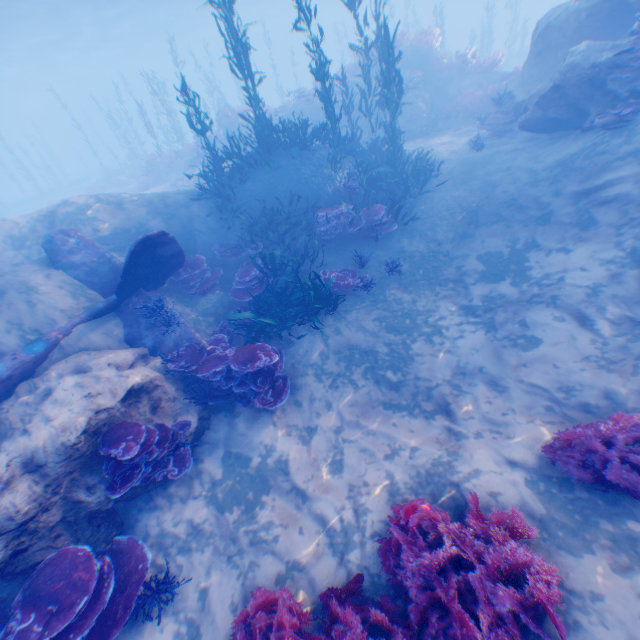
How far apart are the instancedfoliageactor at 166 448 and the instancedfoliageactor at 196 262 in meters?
3.9

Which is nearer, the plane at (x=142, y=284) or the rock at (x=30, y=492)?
the rock at (x=30, y=492)

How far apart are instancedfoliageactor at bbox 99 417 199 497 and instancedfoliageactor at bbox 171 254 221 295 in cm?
386

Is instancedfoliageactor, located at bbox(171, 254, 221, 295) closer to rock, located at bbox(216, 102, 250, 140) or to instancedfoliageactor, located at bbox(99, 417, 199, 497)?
instancedfoliageactor, located at bbox(99, 417, 199, 497)

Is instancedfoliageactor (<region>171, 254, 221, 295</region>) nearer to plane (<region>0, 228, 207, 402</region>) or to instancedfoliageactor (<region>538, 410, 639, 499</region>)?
plane (<region>0, 228, 207, 402</region>)

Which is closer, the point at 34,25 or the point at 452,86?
the point at 452,86

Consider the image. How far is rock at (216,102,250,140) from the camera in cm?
1975

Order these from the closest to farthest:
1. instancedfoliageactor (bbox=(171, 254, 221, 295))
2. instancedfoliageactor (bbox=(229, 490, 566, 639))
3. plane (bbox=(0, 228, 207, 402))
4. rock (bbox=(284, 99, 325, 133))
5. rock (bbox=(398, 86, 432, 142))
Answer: instancedfoliageactor (bbox=(229, 490, 566, 639))
plane (bbox=(0, 228, 207, 402))
instancedfoliageactor (bbox=(171, 254, 221, 295))
rock (bbox=(398, 86, 432, 142))
rock (bbox=(284, 99, 325, 133))
